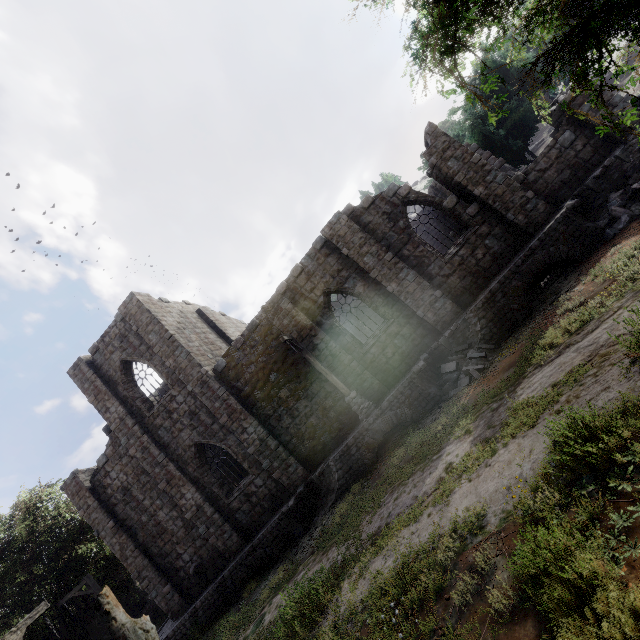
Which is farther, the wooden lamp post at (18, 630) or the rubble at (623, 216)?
the rubble at (623, 216)

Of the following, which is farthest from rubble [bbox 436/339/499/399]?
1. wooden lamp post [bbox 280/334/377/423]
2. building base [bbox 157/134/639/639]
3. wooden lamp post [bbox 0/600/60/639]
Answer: wooden lamp post [bbox 0/600/60/639]

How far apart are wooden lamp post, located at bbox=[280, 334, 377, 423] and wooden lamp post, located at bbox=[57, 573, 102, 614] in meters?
15.5 m

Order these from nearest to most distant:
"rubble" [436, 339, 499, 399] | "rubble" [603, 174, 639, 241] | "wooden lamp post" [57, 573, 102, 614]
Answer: "rubble" [603, 174, 639, 241] → "rubble" [436, 339, 499, 399] → "wooden lamp post" [57, 573, 102, 614]

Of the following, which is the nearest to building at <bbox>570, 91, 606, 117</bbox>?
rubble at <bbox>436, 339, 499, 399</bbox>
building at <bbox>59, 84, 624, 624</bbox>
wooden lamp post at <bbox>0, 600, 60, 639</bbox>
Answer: building at <bbox>59, 84, 624, 624</bbox>

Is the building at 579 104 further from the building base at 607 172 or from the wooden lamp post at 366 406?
the wooden lamp post at 366 406

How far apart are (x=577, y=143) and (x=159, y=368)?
→ 21.5m

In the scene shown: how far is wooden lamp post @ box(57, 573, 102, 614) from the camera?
15.1m
